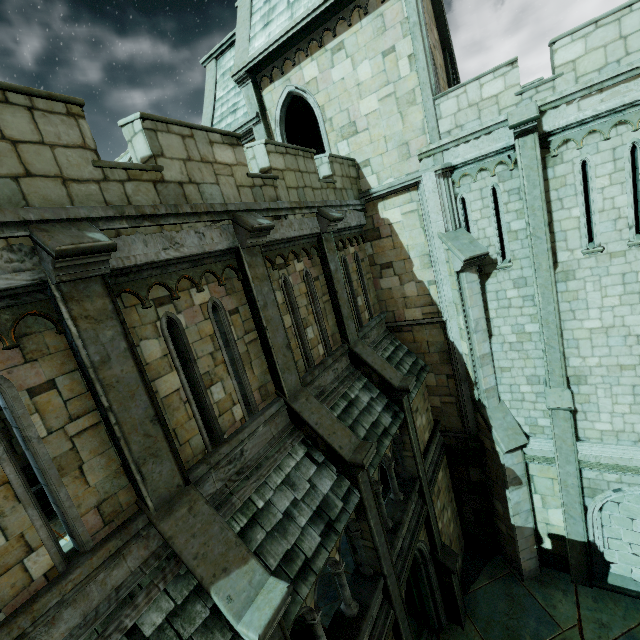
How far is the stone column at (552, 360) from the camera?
8.5 meters

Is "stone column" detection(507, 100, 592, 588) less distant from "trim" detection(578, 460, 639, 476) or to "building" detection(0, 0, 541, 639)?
"trim" detection(578, 460, 639, 476)

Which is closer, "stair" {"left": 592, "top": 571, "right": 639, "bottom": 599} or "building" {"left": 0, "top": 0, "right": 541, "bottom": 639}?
"building" {"left": 0, "top": 0, "right": 541, "bottom": 639}

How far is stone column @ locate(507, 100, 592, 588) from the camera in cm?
853

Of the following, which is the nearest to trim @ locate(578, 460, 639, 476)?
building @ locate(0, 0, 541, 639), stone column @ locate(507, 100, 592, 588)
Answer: stone column @ locate(507, 100, 592, 588)

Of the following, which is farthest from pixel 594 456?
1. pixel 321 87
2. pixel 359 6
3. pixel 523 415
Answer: pixel 359 6

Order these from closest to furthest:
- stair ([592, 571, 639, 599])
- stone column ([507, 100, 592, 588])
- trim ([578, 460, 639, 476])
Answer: stone column ([507, 100, 592, 588]) → trim ([578, 460, 639, 476]) → stair ([592, 571, 639, 599])

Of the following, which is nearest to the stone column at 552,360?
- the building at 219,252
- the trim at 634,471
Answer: the trim at 634,471
